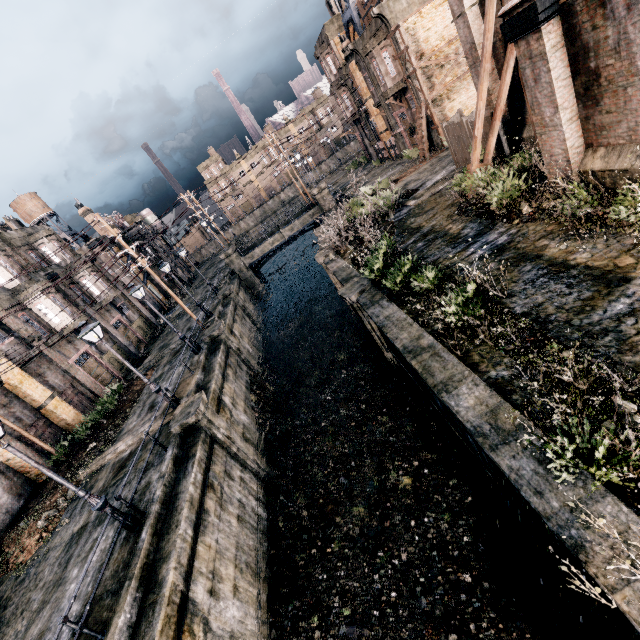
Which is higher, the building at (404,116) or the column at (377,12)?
the column at (377,12)

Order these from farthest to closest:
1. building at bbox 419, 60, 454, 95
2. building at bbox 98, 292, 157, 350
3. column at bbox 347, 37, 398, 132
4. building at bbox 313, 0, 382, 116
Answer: building at bbox 313, 0, 382, 116 → column at bbox 347, 37, 398, 132 → building at bbox 98, 292, 157, 350 → building at bbox 419, 60, 454, 95

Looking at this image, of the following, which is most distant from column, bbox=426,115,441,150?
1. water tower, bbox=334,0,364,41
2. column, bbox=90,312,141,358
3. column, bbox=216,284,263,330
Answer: column, bbox=90,312,141,358

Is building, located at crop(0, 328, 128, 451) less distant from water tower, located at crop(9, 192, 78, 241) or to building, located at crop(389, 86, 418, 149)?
water tower, located at crop(9, 192, 78, 241)

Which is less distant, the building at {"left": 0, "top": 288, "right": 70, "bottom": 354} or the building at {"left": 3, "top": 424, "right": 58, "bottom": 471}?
the building at {"left": 3, "top": 424, "right": 58, "bottom": 471}

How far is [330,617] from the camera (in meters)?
10.16

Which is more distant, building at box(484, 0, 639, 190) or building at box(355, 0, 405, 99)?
building at box(355, 0, 405, 99)

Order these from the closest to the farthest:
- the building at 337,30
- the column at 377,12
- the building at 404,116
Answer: the column at 377,12, the building at 404,116, the building at 337,30
